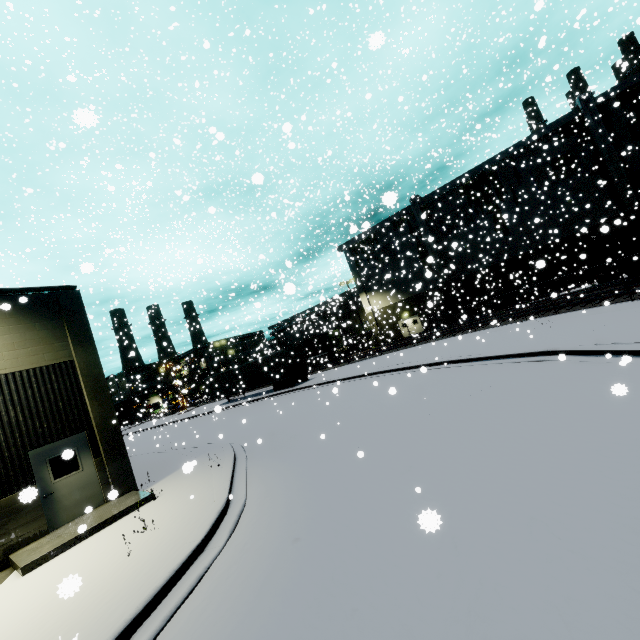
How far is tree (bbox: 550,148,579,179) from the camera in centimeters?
3091cm

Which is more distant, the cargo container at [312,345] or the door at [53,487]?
the cargo container at [312,345]

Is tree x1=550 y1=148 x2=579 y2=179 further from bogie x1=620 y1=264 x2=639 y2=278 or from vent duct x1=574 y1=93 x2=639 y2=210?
bogie x1=620 y1=264 x2=639 y2=278

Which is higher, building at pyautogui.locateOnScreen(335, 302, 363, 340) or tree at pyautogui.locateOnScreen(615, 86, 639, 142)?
tree at pyautogui.locateOnScreen(615, 86, 639, 142)

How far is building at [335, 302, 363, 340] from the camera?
49.9 meters

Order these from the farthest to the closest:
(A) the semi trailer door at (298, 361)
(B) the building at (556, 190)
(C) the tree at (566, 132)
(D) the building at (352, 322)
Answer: (D) the building at (352, 322) < (B) the building at (556, 190) < (A) the semi trailer door at (298, 361) < (C) the tree at (566, 132)

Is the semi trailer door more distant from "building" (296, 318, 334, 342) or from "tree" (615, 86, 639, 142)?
"building" (296, 318, 334, 342)

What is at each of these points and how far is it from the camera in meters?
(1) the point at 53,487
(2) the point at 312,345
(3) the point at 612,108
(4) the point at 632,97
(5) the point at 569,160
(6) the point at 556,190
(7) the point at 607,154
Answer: (1) door, 10.0 m
(2) cargo container, 43.7 m
(3) building, 28.6 m
(4) tree, 28.0 m
(5) tree, 31.2 m
(6) building, 32.1 m
(7) vent duct, 28.2 m
